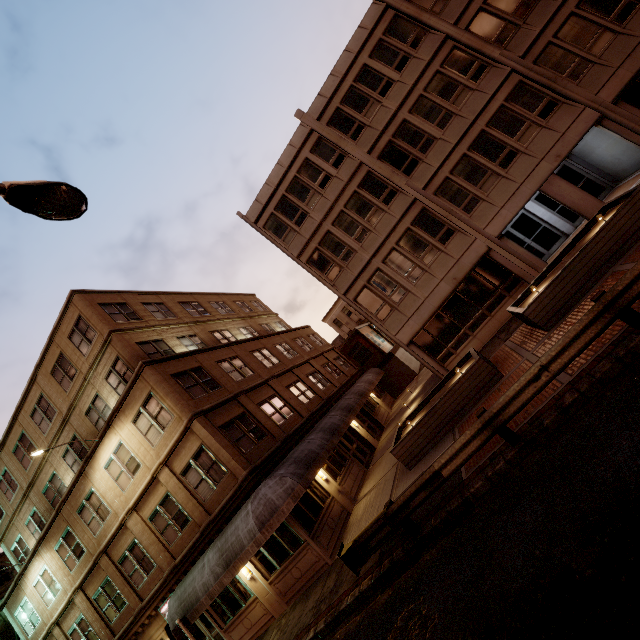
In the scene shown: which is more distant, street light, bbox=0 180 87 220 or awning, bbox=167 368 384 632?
awning, bbox=167 368 384 632

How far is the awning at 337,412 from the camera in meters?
11.8 m

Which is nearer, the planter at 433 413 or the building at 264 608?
the planter at 433 413

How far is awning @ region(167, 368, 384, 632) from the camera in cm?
1180

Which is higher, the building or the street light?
the street light

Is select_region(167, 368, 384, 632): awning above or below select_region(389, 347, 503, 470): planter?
above

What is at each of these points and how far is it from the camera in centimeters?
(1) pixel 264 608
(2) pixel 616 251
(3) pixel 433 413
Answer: (1) building, 1354cm
(2) planter, 977cm
(3) planter, 1189cm

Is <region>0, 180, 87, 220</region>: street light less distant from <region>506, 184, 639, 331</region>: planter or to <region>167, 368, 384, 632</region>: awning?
<region>167, 368, 384, 632</region>: awning
